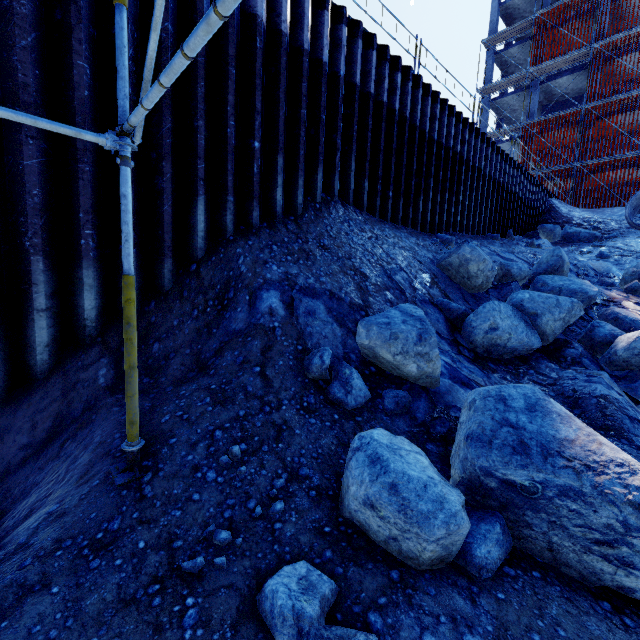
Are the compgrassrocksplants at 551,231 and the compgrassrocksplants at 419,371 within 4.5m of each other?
no

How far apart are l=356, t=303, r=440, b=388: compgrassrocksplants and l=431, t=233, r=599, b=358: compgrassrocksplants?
1.2 meters

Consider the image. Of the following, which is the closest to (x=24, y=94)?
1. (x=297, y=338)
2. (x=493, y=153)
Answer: (x=297, y=338)

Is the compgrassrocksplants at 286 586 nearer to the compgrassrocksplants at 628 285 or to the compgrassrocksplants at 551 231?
the compgrassrocksplants at 628 285

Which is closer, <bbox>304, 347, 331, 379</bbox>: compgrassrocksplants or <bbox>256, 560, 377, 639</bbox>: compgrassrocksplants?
<bbox>256, 560, 377, 639</bbox>: compgrassrocksplants

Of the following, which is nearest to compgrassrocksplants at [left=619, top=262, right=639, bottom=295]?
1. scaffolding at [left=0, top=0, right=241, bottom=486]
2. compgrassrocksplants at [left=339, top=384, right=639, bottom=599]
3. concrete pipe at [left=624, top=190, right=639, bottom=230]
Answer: scaffolding at [left=0, top=0, right=241, bottom=486]

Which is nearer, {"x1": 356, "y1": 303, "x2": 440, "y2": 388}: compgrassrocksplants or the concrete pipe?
{"x1": 356, "y1": 303, "x2": 440, "y2": 388}: compgrassrocksplants

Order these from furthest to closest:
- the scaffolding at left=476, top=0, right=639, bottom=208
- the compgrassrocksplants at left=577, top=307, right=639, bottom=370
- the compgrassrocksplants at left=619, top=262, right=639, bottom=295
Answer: the scaffolding at left=476, top=0, right=639, bottom=208
the compgrassrocksplants at left=619, top=262, right=639, bottom=295
the compgrassrocksplants at left=577, top=307, right=639, bottom=370
